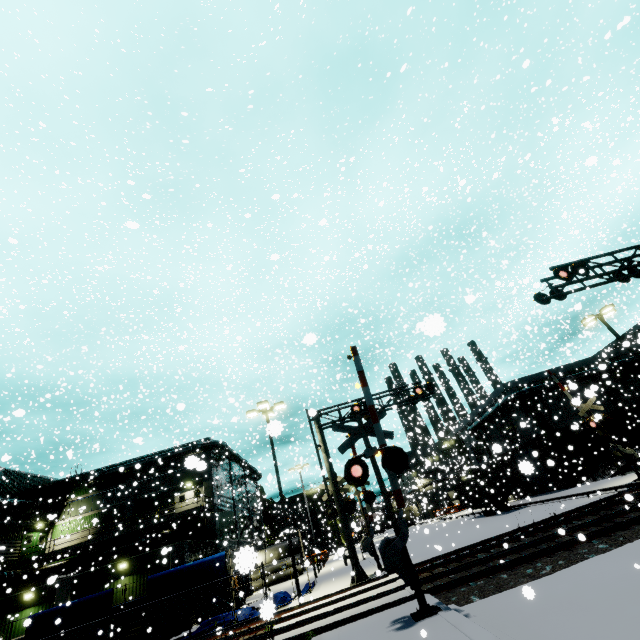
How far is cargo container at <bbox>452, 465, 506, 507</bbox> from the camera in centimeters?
3000cm

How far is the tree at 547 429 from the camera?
31.87m

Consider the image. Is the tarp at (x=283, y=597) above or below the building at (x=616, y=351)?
below

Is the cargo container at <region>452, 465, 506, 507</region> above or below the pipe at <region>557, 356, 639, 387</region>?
below

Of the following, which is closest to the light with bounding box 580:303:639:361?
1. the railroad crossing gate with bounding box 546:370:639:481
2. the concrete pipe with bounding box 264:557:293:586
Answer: the railroad crossing gate with bounding box 546:370:639:481

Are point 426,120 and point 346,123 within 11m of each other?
yes

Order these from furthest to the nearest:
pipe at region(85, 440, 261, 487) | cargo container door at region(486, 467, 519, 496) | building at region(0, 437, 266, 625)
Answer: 1. pipe at region(85, 440, 261, 487)
2. cargo container door at region(486, 467, 519, 496)
3. building at region(0, 437, 266, 625)

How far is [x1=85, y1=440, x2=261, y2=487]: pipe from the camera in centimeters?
3306cm
